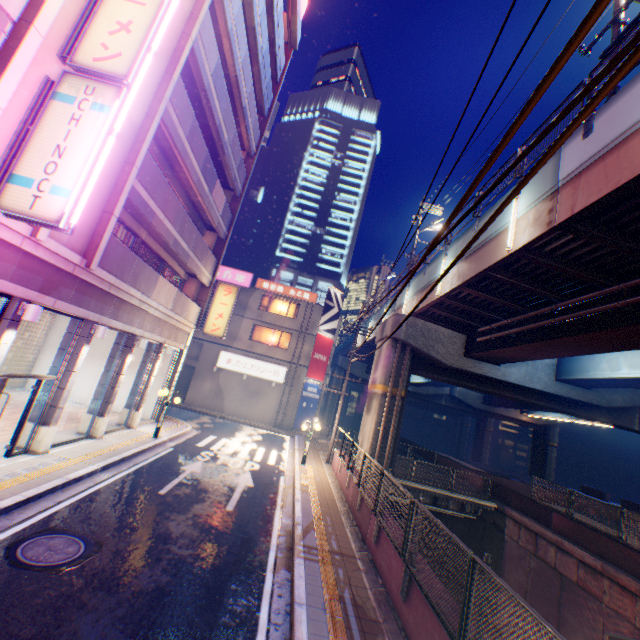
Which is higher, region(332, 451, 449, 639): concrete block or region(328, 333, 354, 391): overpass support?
region(328, 333, 354, 391): overpass support

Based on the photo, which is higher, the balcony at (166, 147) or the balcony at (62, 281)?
the balcony at (166, 147)

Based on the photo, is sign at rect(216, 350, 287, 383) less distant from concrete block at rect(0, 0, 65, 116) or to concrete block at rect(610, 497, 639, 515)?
concrete block at rect(0, 0, 65, 116)

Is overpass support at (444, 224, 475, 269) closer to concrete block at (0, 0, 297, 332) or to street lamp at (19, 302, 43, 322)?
concrete block at (0, 0, 297, 332)

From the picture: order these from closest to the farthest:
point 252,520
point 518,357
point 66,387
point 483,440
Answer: point 252,520, point 66,387, point 518,357, point 483,440

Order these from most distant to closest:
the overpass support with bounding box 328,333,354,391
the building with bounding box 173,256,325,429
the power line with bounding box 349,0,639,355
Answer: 1. the overpass support with bounding box 328,333,354,391
2. the building with bounding box 173,256,325,429
3. the power line with bounding box 349,0,639,355

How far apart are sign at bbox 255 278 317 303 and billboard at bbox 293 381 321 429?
7.1 meters

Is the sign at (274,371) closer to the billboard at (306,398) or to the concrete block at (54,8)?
the billboard at (306,398)
